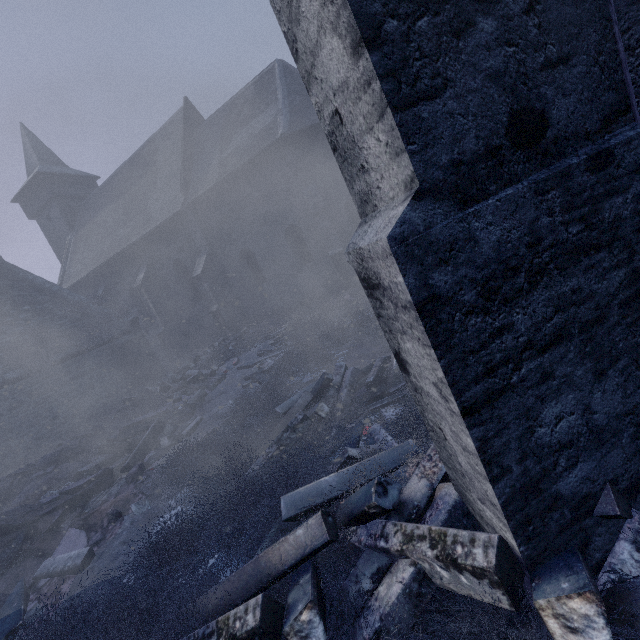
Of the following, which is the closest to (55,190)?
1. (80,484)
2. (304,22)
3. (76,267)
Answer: (76,267)

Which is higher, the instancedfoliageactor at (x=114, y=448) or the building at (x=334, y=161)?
the building at (x=334, y=161)

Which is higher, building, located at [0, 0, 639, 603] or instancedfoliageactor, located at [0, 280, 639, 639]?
building, located at [0, 0, 639, 603]
